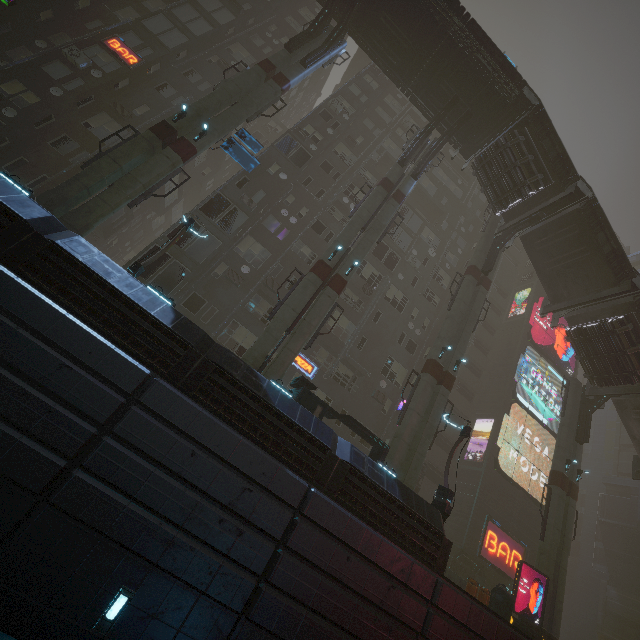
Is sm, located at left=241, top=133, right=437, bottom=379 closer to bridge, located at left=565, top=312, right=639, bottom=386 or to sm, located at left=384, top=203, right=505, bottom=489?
sm, located at left=384, top=203, right=505, bottom=489

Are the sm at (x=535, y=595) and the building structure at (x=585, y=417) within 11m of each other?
yes

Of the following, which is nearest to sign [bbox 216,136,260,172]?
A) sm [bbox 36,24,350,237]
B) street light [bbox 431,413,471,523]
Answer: sm [bbox 36,24,350,237]

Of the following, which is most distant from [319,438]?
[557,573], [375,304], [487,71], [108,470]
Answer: [487,71]

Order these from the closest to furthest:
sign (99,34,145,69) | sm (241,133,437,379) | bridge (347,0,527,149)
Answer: sm (241,133,437,379) → bridge (347,0,527,149) → sign (99,34,145,69)

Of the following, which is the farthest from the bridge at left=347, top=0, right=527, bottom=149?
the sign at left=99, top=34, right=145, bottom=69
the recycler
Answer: the recycler

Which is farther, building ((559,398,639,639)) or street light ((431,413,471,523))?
building ((559,398,639,639))

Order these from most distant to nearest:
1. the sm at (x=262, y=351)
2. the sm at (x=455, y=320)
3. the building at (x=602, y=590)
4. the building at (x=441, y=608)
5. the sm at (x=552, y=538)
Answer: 1. the building at (x=602, y=590)
2. the sm at (x=552, y=538)
3. the sm at (x=455, y=320)
4. the sm at (x=262, y=351)
5. the building at (x=441, y=608)
